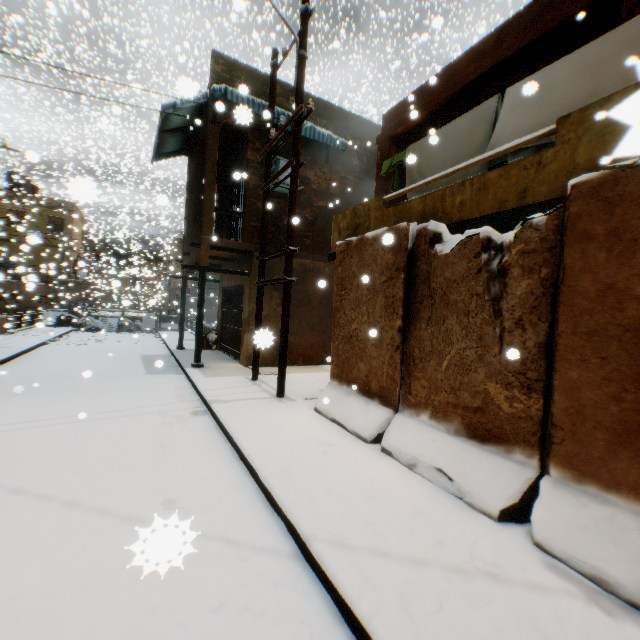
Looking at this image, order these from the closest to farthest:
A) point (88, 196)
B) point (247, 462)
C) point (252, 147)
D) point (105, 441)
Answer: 1. point (88, 196)
2. point (247, 462)
3. point (105, 441)
4. point (252, 147)

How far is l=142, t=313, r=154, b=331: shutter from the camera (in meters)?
23.41

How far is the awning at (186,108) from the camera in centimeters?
939cm

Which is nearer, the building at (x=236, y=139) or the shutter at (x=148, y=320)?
the building at (x=236, y=139)

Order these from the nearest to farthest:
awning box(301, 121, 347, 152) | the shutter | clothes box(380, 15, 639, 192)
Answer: clothes box(380, 15, 639, 192) < awning box(301, 121, 347, 152) < the shutter

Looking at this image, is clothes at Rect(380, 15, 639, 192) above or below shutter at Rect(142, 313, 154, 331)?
above

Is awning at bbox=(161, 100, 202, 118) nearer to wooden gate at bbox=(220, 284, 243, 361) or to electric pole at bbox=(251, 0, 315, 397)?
electric pole at bbox=(251, 0, 315, 397)

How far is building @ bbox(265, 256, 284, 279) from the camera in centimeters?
1088cm
